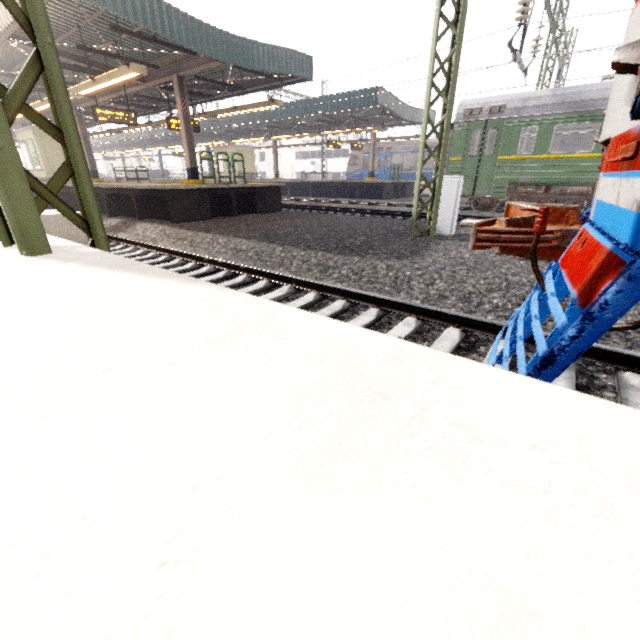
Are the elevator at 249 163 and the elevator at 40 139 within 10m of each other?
no

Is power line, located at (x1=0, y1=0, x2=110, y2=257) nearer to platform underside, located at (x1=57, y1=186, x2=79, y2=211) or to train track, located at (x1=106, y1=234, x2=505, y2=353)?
train track, located at (x1=106, y1=234, x2=505, y2=353)

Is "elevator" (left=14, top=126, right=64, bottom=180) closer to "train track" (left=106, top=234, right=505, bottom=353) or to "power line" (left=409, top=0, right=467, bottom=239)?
"train track" (left=106, top=234, right=505, bottom=353)

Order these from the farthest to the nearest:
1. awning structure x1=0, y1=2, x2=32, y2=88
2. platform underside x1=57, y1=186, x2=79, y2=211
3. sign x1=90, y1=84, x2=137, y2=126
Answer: platform underside x1=57, y1=186, x2=79, y2=211
sign x1=90, y1=84, x2=137, y2=126
awning structure x1=0, y1=2, x2=32, y2=88

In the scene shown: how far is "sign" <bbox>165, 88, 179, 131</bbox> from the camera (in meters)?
13.82

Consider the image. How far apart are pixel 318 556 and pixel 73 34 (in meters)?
15.46

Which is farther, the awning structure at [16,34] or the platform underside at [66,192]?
the platform underside at [66,192]

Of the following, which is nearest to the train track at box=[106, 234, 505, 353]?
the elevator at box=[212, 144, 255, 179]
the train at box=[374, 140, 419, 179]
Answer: the elevator at box=[212, 144, 255, 179]
